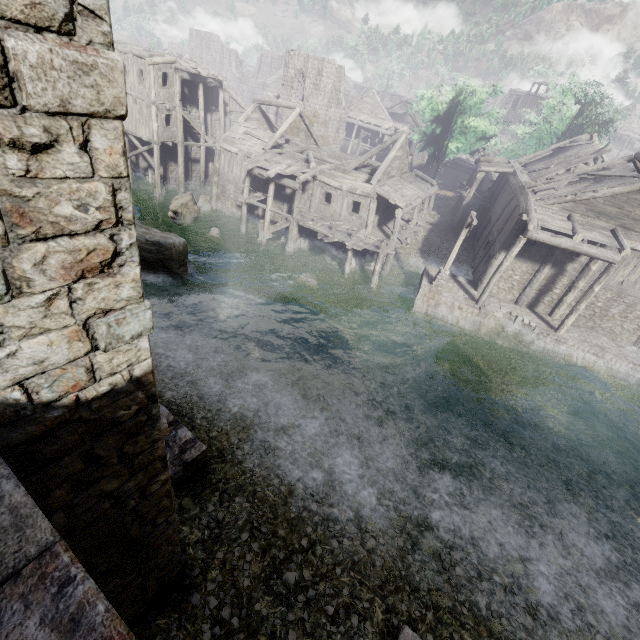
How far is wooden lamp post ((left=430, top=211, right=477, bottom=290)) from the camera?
17.50m

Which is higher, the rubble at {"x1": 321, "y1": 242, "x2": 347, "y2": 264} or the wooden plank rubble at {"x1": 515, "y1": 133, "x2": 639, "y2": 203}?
the wooden plank rubble at {"x1": 515, "y1": 133, "x2": 639, "y2": 203}

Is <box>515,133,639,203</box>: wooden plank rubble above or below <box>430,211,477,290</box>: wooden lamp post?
above

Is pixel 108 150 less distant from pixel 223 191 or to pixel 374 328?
pixel 374 328

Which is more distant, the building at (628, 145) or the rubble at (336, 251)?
the rubble at (336, 251)

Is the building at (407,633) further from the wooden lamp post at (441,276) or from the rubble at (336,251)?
the wooden lamp post at (441,276)

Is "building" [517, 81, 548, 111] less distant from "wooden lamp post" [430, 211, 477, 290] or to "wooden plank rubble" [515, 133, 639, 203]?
"wooden plank rubble" [515, 133, 639, 203]

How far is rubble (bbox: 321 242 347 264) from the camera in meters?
24.1 m
